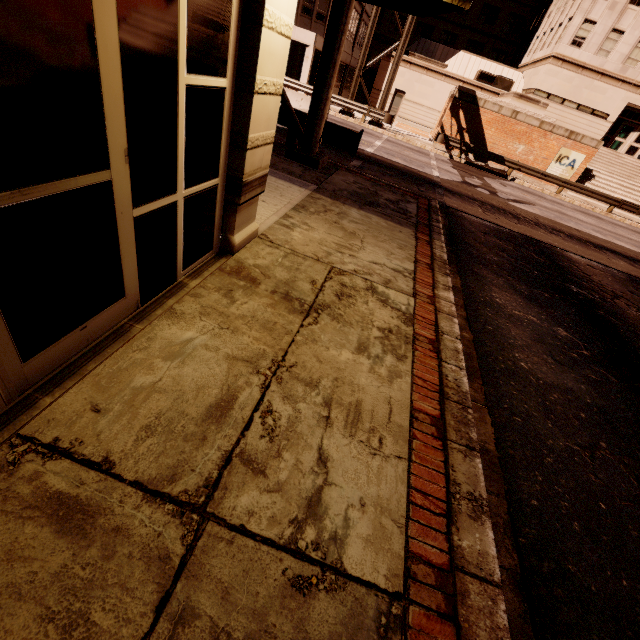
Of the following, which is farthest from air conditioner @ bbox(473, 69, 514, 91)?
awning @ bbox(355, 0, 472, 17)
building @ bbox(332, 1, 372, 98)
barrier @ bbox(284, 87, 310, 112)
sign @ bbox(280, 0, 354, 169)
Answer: awning @ bbox(355, 0, 472, 17)

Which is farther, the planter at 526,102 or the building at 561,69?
the building at 561,69

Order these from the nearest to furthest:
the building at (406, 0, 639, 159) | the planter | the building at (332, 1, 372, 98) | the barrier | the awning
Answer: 1. the awning
2. the barrier
3. the planter
4. the building at (406, 0, 639, 159)
5. the building at (332, 1, 372, 98)

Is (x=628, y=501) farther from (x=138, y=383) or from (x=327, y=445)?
(x=138, y=383)

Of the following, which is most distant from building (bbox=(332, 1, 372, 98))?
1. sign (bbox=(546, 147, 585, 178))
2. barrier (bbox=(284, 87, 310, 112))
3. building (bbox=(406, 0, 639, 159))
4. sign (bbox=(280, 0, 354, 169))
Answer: sign (bbox=(546, 147, 585, 178))

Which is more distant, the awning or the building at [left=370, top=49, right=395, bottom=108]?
the building at [left=370, top=49, right=395, bottom=108]

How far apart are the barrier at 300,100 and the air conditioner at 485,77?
23.78m

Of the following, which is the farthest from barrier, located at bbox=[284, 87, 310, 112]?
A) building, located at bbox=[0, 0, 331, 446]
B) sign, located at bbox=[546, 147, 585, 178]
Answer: sign, located at bbox=[546, 147, 585, 178]
